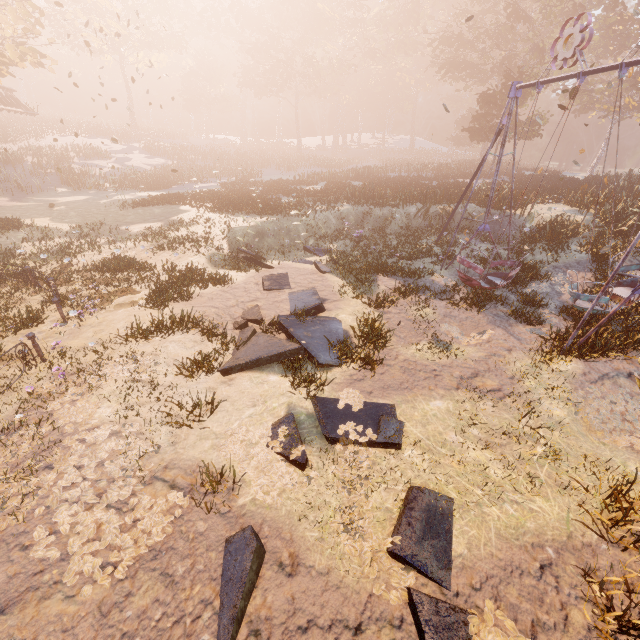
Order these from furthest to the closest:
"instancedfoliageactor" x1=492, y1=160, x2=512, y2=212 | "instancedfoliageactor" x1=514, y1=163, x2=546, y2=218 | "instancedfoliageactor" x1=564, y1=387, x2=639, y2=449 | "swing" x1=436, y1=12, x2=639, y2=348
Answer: "instancedfoliageactor" x1=492, y1=160, x2=512, y2=212 < "instancedfoliageactor" x1=514, y1=163, x2=546, y2=218 < "swing" x1=436, y1=12, x2=639, y2=348 < "instancedfoliageactor" x1=564, y1=387, x2=639, y2=449

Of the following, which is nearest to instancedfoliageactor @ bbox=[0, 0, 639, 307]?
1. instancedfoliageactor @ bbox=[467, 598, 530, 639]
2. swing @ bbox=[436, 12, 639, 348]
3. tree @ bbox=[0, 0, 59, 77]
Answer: swing @ bbox=[436, 12, 639, 348]

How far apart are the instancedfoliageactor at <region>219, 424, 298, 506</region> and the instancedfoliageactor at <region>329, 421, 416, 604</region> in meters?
0.3 m

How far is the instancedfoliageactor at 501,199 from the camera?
17.9 meters

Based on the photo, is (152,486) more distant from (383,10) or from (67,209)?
(383,10)

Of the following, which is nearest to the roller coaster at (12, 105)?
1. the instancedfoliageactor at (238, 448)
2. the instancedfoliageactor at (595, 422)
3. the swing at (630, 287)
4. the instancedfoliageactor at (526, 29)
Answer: the instancedfoliageactor at (526, 29)

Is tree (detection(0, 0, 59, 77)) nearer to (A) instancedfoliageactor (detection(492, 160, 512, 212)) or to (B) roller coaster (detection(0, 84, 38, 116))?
(B) roller coaster (detection(0, 84, 38, 116))

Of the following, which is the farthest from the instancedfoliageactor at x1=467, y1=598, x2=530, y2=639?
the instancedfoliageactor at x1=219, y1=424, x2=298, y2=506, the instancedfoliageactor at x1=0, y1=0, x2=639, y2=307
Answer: the instancedfoliageactor at x1=0, y1=0, x2=639, y2=307
